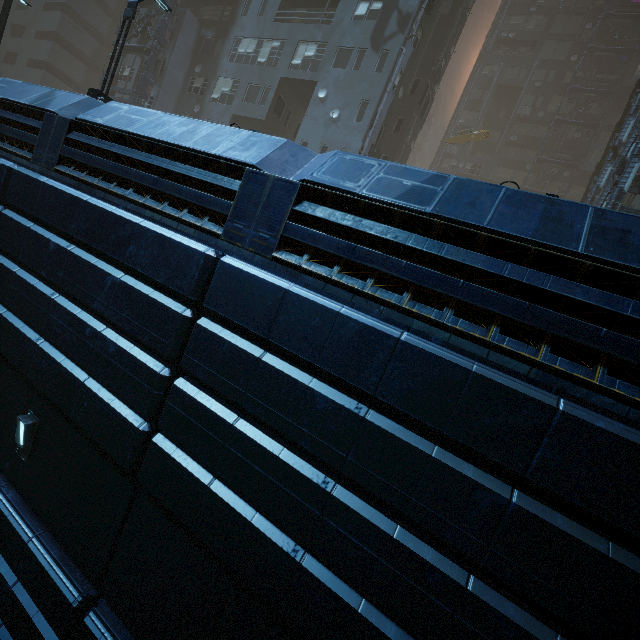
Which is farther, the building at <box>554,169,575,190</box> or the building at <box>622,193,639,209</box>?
the building at <box>554,169,575,190</box>

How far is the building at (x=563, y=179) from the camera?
35.7 meters

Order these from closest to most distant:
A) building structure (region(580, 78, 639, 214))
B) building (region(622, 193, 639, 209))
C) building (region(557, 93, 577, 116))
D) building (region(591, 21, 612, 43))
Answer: building structure (region(580, 78, 639, 214)), building (region(622, 193, 639, 209)), building (region(591, 21, 612, 43)), building (region(557, 93, 577, 116))

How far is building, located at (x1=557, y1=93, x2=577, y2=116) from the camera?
35.9m

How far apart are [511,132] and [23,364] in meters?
50.1

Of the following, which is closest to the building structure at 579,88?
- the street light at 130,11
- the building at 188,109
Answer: the building at 188,109
